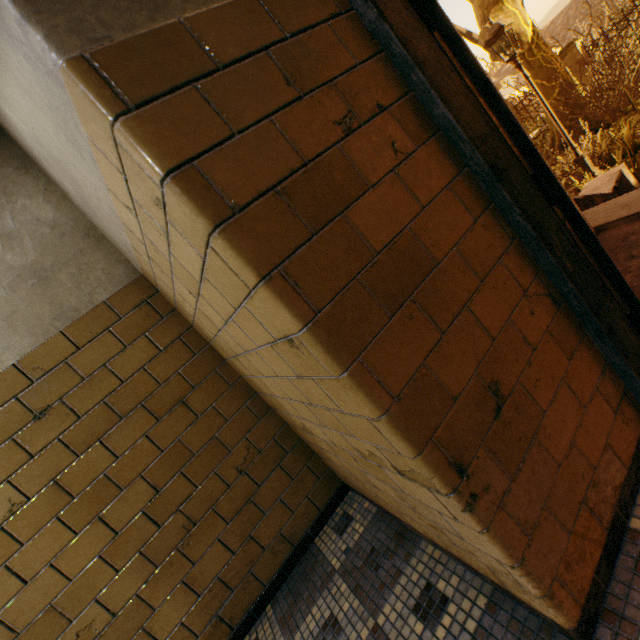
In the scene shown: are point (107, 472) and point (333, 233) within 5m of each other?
yes

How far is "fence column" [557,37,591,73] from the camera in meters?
11.9

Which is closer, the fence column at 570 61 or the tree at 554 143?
the tree at 554 143

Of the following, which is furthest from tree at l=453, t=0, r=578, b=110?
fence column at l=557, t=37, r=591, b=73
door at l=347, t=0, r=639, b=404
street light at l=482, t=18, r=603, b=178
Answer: fence column at l=557, t=37, r=591, b=73

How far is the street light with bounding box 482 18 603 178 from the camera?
6.2 meters

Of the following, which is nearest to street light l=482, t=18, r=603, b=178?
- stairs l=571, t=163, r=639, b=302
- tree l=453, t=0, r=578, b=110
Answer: stairs l=571, t=163, r=639, b=302

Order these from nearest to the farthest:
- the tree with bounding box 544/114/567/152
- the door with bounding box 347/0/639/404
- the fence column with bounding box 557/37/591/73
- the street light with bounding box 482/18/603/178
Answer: the door with bounding box 347/0/639/404
the street light with bounding box 482/18/603/178
the tree with bounding box 544/114/567/152
the fence column with bounding box 557/37/591/73

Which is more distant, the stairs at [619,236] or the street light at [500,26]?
the street light at [500,26]
